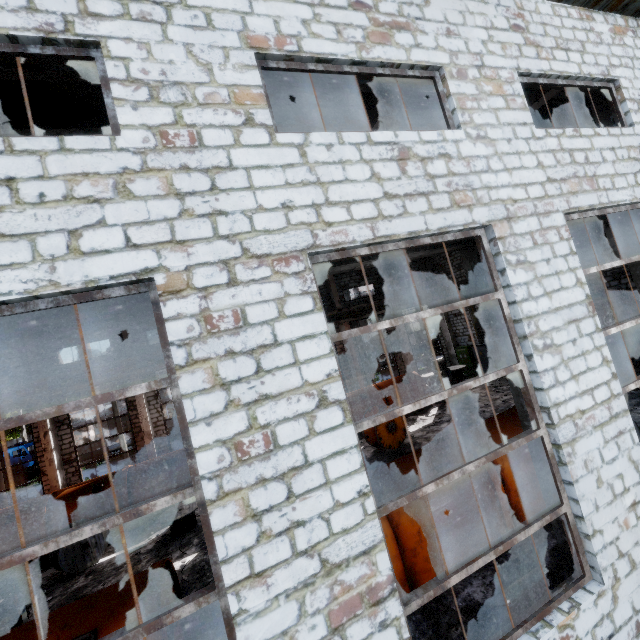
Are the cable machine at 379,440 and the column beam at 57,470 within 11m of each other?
no

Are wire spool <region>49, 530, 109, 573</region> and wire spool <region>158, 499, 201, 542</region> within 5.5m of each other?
yes

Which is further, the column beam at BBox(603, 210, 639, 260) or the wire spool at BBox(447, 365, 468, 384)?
the wire spool at BBox(447, 365, 468, 384)

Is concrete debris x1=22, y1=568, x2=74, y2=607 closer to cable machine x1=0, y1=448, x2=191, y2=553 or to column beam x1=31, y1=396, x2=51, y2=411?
cable machine x1=0, y1=448, x2=191, y2=553

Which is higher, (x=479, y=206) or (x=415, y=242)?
(x=479, y=206)

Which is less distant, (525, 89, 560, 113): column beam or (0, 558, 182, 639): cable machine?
(0, 558, 182, 639): cable machine

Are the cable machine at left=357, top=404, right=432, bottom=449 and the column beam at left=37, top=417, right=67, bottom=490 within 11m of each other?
no

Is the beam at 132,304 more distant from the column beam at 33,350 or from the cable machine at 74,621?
the cable machine at 74,621
